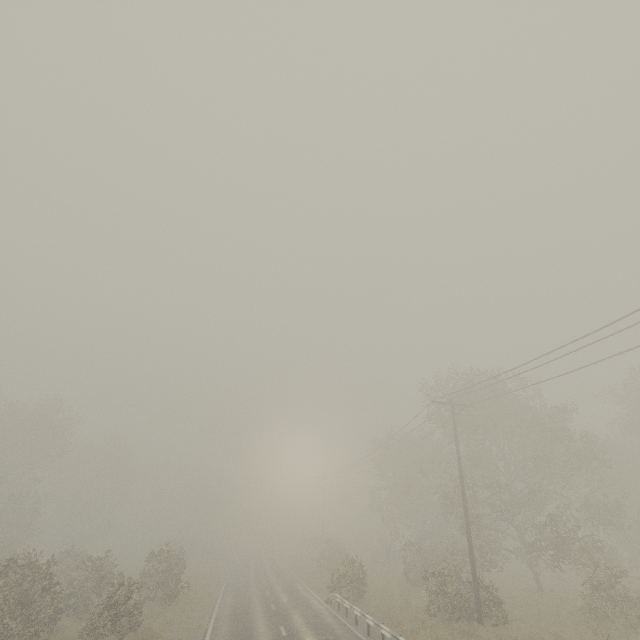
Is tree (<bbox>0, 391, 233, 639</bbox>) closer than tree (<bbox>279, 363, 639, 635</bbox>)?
Yes

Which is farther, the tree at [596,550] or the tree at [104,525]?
the tree at [596,550]

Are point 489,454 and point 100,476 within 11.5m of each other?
no
